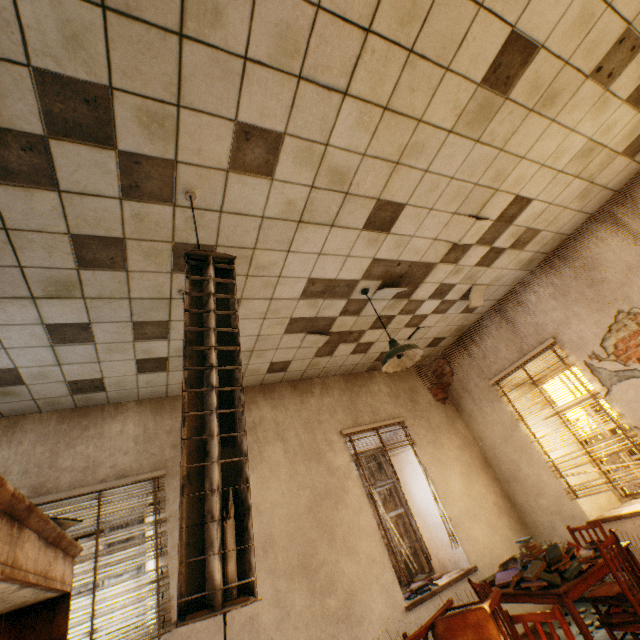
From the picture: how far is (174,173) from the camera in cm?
218

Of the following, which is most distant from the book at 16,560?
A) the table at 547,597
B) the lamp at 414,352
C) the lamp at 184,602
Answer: the table at 547,597

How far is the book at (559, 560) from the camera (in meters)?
3.02

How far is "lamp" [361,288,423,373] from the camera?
3.2 meters

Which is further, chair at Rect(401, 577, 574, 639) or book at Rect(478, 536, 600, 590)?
book at Rect(478, 536, 600, 590)

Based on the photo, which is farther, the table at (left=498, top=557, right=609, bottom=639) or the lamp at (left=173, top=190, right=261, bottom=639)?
the table at (left=498, top=557, right=609, bottom=639)

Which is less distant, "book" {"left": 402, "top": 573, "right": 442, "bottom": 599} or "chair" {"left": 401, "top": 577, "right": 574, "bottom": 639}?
"chair" {"left": 401, "top": 577, "right": 574, "bottom": 639}

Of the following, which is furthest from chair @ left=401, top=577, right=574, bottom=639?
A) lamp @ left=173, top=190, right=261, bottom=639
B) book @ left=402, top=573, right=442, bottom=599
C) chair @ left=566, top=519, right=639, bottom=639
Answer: book @ left=402, top=573, right=442, bottom=599
